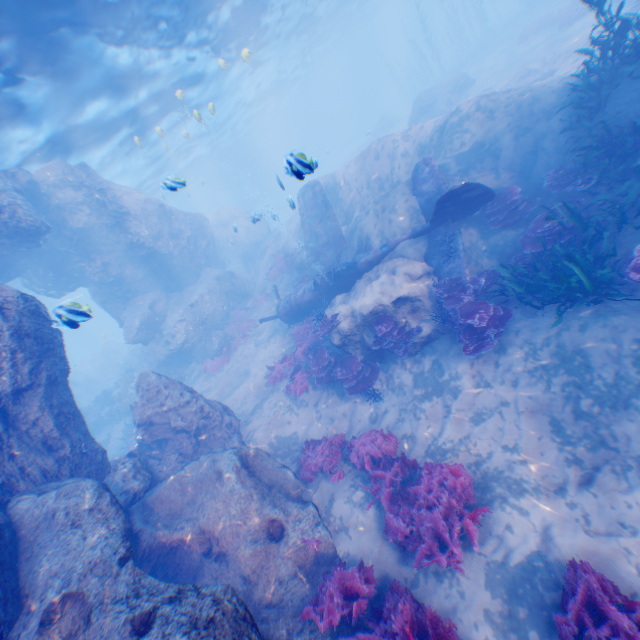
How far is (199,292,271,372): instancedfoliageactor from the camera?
18.3m

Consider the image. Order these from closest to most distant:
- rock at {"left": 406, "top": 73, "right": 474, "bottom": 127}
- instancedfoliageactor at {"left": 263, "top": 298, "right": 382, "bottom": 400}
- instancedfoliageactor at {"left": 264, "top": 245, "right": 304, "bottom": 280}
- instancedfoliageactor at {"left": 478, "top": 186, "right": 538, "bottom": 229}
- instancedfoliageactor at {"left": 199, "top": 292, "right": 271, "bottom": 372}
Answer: instancedfoliageactor at {"left": 478, "top": 186, "right": 538, "bottom": 229} → instancedfoliageactor at {"left": 263, "top": 298, "right": 382, "bottom": 400} → instancedfoliageactor at {"left": 199, "top": 292, "right": 271, "bottom": 372} → instancedfoliageactor at {"left": 264, "top": 245, "right": 304, "bottom": 280} → rock at {"left": 406, "top": 73, "right": 474, "bottom": 127}

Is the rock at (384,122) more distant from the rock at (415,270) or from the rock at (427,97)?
the rock at (415,270)

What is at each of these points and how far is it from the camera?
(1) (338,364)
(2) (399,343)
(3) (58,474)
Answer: (1) instancedfoliageactor, 11.3 meters
(2) instancedfoliageactor, 10.2 meters
(3) rock, 7.2 meters

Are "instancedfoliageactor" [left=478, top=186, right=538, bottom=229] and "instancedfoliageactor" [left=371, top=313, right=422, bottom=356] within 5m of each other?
yes

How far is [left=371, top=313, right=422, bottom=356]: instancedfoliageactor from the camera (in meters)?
9.95

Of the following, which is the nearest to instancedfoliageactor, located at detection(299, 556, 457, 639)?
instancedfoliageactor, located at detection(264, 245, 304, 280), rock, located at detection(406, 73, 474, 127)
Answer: instancedfoliageactor, located at detection(264, 245, 304, 280)

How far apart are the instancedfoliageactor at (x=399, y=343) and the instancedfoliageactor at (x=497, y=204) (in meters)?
3.87
